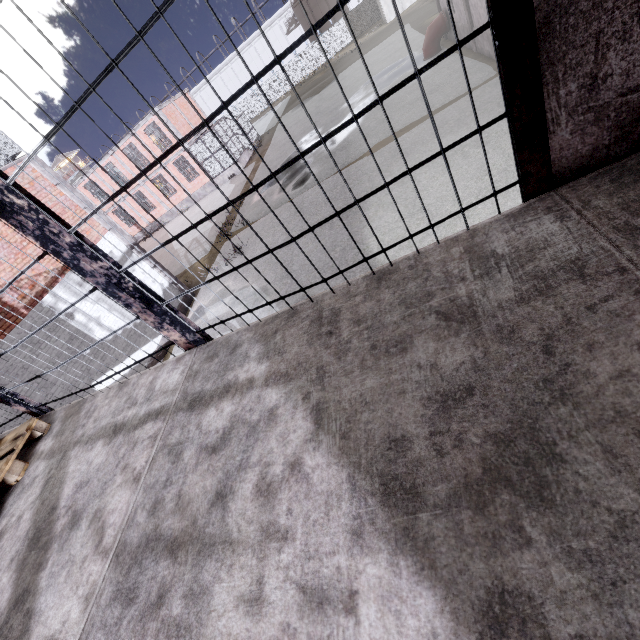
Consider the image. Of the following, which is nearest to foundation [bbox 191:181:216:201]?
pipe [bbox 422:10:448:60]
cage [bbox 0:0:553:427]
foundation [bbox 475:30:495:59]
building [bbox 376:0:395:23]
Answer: cage [bbox 0:0:553:427]

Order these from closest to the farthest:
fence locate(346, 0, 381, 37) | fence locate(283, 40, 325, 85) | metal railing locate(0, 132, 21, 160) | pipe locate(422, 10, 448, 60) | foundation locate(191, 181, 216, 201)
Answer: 1. metal railing locate(0, 132, 21, 160)
2. pipe locate(422, 10, 448, 60)
3. foundation locate(191, 181, 216, 201)
4. fence locate(346, 0, 381, 37)
5. fence locate(283, 40, 325, 85)

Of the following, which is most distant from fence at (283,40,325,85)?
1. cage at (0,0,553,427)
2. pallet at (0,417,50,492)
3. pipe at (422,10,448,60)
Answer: pipe at (422,10,448,60)

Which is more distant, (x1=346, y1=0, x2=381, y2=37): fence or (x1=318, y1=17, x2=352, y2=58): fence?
(x1=318, y1=17, x2=352, y2=58): fence

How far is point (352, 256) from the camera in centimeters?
957cm

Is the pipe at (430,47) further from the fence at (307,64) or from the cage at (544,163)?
the fence at (307,64)

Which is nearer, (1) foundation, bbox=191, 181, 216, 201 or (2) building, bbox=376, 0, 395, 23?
(1) foundation, bbox=191, 181, 216, 201

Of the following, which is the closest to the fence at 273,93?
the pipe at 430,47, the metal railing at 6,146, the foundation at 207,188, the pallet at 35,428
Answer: the metal railing at 6,146
